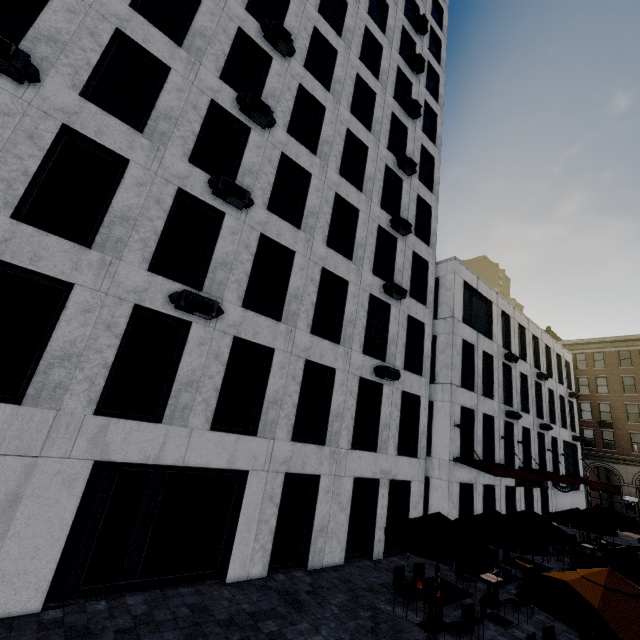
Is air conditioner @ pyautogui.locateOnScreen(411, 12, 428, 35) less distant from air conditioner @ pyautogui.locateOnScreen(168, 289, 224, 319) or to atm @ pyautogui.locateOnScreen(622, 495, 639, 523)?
air conditioner @ pyautogui.locateOnScreen(168, 289, 224, 319)

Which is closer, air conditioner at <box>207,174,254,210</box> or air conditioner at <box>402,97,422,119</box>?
air conditioner at <box>207,174,254,210</box>

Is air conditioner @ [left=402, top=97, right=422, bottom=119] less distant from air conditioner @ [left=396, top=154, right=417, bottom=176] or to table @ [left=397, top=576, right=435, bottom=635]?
air conditioner @ [left=396, top=154, right=417, bottom=176]

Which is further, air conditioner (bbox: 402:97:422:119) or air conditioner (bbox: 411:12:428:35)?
air conditioner (bbox: 411:12:428:35)

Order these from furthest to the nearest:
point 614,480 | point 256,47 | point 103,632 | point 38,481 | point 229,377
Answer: point 614,480 < point 256,47 < point 229,377 < point 38,481 < point 103,632

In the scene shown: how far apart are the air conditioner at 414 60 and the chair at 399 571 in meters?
26.2

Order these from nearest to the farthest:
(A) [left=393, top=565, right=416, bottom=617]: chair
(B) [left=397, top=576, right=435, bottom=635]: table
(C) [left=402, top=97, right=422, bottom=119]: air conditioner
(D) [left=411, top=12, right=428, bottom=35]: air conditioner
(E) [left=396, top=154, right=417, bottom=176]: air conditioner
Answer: (B) [left=397, top=576, right=435, bottom=635]: table < (A) [left=393, top=565, right=416, bottom=617]: chair < (E) [left=396, top=154, right=417, bottom=176]: air conditioner < (C) [left=402, top=97, right=422, bottom=119]: air conditioner < (D) [left=411, top=12, right=428, bottom=35]: air conditioner

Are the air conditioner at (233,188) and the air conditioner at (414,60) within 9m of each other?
no
